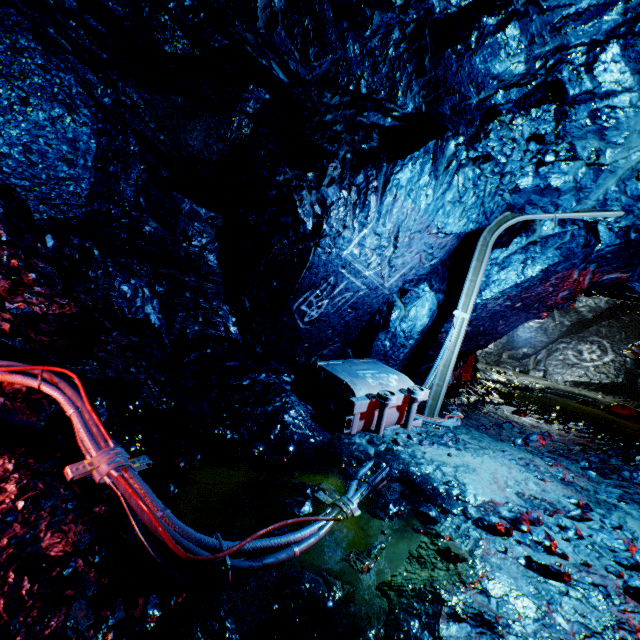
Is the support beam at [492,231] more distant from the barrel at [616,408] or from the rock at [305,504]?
the barrel at [616,408]

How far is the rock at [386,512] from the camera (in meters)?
2.87

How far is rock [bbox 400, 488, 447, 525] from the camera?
2.91m

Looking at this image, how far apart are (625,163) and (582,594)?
4.39m

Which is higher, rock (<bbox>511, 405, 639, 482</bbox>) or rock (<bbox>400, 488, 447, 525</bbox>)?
rock (<bbox>511, 405, 639, 482</bbox>)

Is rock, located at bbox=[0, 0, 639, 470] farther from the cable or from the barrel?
the barrel

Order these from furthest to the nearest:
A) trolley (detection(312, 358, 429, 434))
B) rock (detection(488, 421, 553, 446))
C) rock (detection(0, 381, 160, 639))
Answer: rock (detection(488, 421, 553, 446)), trolley (detection(312, 358, 429, 434)), rock (detection(0, 381, 160, 639))
